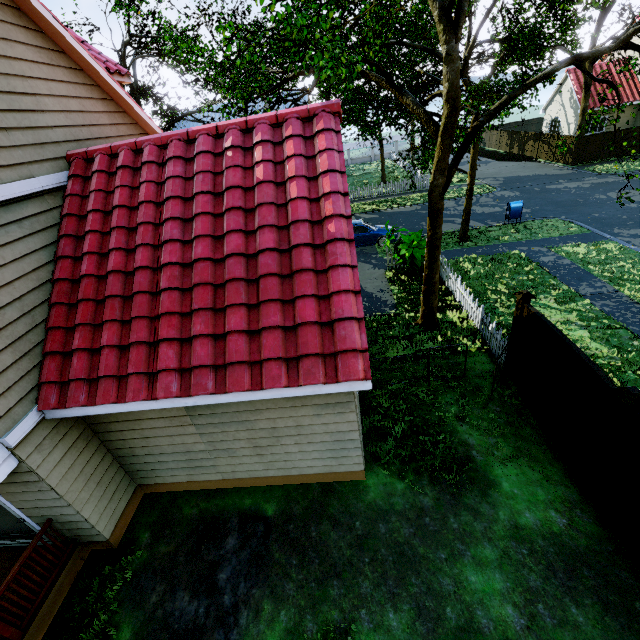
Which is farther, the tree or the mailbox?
the mailbox

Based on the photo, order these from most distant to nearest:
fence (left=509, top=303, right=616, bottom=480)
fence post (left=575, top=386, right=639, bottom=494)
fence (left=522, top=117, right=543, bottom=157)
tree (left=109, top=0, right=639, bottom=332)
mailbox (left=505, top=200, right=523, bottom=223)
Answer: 1. fence (left=522, top=117, right=543, bottom=157)
2. mailbox (left=505, top=200, right=523, bottom=223)
3. tree (left=109, top=0, right=639, bottom=332)
4. fence (left=509, top=303, right=616, bottom=480)
5. fence post (left=575, top=386, right=639, bottom=494)

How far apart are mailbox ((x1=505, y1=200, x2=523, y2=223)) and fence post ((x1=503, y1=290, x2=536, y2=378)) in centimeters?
1245cm

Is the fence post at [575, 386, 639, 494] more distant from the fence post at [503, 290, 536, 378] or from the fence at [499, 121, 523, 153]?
the fence post at [503, 290, 536, 378]

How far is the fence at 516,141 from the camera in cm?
3408

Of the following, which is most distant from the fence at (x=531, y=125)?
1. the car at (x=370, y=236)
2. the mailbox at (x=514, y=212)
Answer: the mailbox at (x=514, y=212)

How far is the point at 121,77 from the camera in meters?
8.6 m

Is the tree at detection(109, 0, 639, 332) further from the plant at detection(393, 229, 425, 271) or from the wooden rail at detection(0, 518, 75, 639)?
the wooden rail at detection(0, 518, 75, 639)
